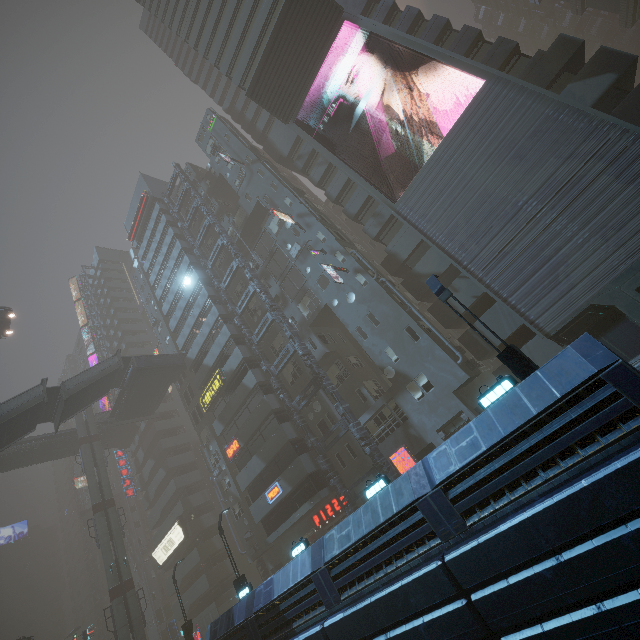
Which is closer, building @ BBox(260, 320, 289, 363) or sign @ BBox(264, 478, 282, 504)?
sign @ BBox(264, 478, 282, 504)

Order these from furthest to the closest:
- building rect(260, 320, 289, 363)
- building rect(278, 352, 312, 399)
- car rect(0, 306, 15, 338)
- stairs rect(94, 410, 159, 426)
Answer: stairs rect(94, 410, 159, 426)
car rect(0, 306, 15, 338)
building rect(260, 320, 289, 363)
building rect(278, 352, 312, 399)

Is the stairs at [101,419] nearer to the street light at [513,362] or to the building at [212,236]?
the building at [212,236]

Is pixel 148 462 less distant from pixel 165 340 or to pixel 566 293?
pixel 165 340

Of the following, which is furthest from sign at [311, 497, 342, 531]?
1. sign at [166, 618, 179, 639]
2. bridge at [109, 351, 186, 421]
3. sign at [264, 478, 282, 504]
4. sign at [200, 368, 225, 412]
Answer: sign at [166, 618, 179, 639]

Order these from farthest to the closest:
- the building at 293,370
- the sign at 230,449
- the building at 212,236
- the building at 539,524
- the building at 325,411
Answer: the building at 212,236 < the sign at 230,449 < the building at 293,370 < the building at 325,411 < the building at 539,524

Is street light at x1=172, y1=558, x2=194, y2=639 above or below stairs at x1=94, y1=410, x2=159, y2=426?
below

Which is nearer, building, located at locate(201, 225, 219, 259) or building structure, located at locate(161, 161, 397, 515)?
building structure, located at locate(161, 161, 397, 515)
